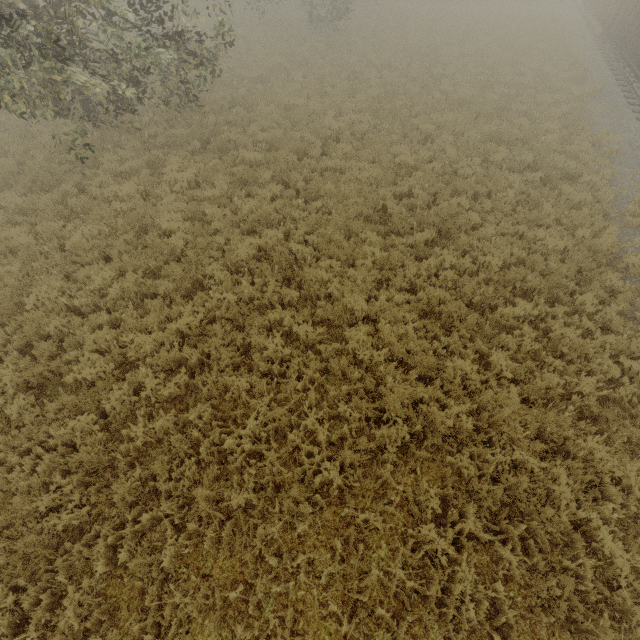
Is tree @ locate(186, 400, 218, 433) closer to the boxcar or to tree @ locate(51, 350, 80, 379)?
tree @ locate(51, 350, 80, 379)

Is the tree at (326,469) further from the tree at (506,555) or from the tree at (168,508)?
the tree at (168,508)

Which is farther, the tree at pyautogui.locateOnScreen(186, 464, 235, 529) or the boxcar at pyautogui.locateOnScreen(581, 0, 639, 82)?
the boxcar at pyautogui.locateOnScreen(581, 0, 639, 82)

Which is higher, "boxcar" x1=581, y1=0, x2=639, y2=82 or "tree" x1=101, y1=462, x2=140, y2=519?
"boxcar" x1=581, y1=0, x2=639, y2=82

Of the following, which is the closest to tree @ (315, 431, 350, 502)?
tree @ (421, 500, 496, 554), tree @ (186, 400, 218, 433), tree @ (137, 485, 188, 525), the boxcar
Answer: tree @ (421, 500, 496, 554)

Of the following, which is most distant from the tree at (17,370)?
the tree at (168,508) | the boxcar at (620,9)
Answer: the boxcar at (620,9)

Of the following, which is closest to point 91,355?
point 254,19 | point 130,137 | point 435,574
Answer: point 435,574
